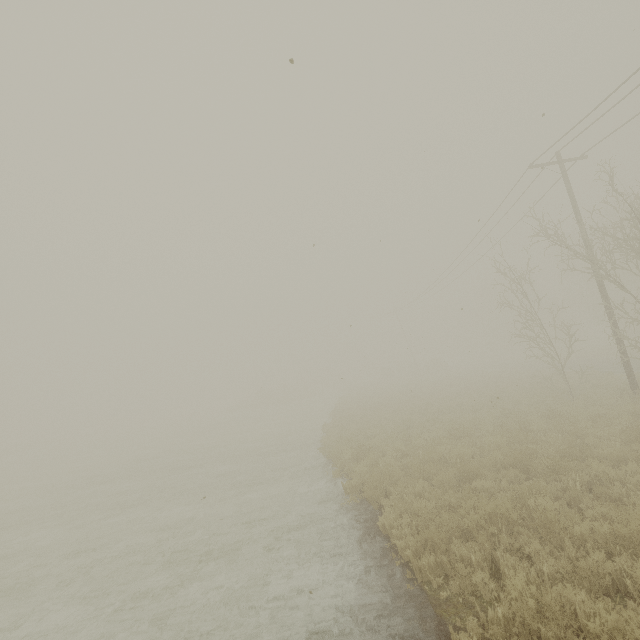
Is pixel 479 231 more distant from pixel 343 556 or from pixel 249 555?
pixel 249 555
